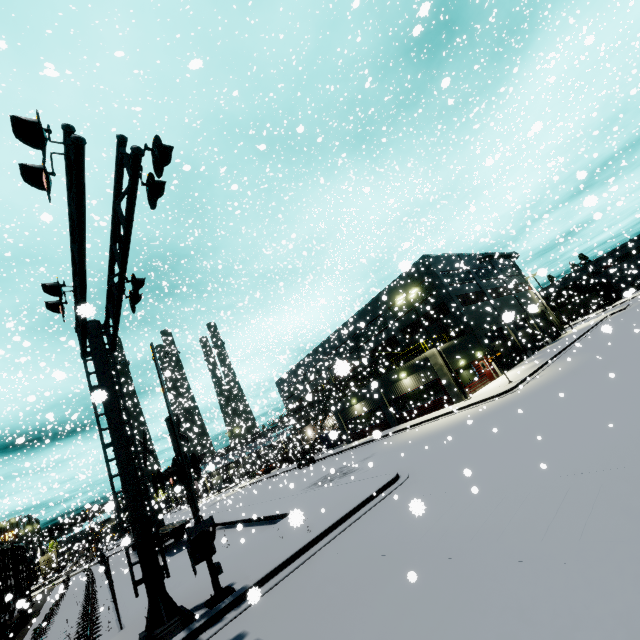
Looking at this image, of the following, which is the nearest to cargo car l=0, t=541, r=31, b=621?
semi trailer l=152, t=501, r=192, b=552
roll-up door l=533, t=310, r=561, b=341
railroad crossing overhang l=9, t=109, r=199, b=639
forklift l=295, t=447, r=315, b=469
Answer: semi trailer l=152, t=501, r=192, b=552

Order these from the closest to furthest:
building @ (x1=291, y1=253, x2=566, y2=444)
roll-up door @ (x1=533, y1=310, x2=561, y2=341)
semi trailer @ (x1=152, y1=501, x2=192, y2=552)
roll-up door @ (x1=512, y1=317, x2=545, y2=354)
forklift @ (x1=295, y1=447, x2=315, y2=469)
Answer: semi trailer @ (x1=152, y1=501, x2=192, y2=552), building @ (x1=291, y1=253, x2=566, y2=444), forklift @ (x1=295, y1=447, x2=315, y2=469), roll-up door @ (x1=512, y1=317, x2=545, y2=354), roll-up door @ (x1=533, y1=310, x2=561, y2=341)

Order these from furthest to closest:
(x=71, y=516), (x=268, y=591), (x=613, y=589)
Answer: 1. (x=71, y=516)
2. (x=268, y=591)
3. (x=613, y=589)

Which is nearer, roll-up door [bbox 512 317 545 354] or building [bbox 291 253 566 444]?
building [bbox 291 253 566 444]

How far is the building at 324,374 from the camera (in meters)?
28.20

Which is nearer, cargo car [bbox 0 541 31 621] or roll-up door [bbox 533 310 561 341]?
cargo car [bbox 0 541 31 621]

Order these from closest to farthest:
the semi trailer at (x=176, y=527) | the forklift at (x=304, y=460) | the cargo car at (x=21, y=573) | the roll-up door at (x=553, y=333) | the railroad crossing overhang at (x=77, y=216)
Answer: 1. the railroad crossing overhang at (x=77, y=216)
2. the cargo car at (x=21, y=573)
3. the semi trailer at (x=176, y=527)
4. the forklift at (x=304, y=460)
5. the roll-up door at (x=553, y=333)

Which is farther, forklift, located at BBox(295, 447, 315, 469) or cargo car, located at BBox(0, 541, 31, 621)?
forklift, located at BBox(295, 447, 315, 469)
